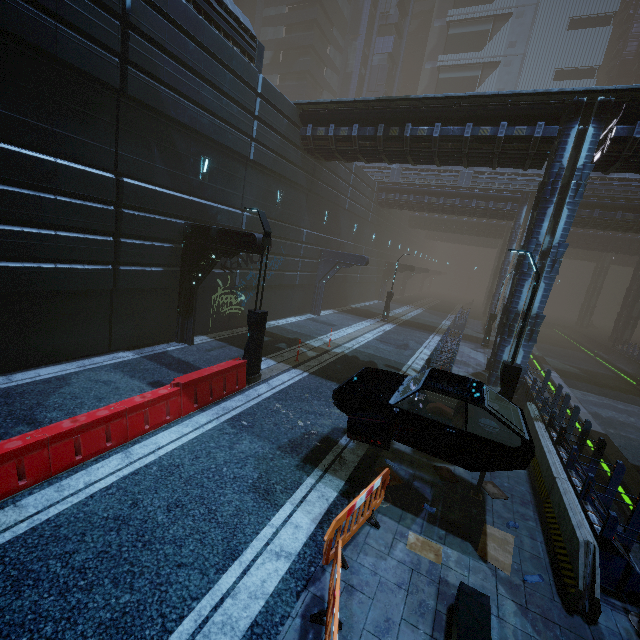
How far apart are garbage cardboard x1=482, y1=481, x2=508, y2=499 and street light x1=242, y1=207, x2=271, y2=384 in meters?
7.0 m

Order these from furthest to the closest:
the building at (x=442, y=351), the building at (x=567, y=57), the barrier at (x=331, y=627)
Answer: the building at (x=567, y=57) < the building at (x=442, y=351) < the barrier at (x=331, y=627)

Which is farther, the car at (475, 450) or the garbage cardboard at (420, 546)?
the car at (475, 450)

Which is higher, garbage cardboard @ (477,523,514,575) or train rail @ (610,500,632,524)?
garbage cardboard @ (477,523,514,575)

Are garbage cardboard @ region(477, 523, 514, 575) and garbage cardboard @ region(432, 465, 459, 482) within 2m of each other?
yes

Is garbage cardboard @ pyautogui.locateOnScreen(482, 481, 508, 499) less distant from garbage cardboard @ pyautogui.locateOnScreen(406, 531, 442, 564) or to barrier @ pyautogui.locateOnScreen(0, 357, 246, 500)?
garbage cardboard @ pyautogui.locateOnScreen(406, 531, 442, 564)

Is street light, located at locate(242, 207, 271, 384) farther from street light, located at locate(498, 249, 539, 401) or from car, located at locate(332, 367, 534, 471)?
street light, located at locate(498, 249, 539, 401)

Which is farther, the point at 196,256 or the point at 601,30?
the point at 601,30
